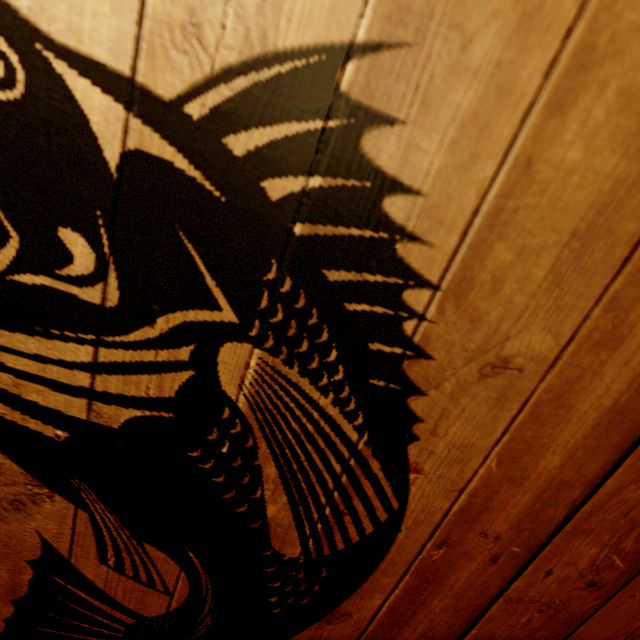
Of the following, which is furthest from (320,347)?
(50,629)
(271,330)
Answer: (50,629)
